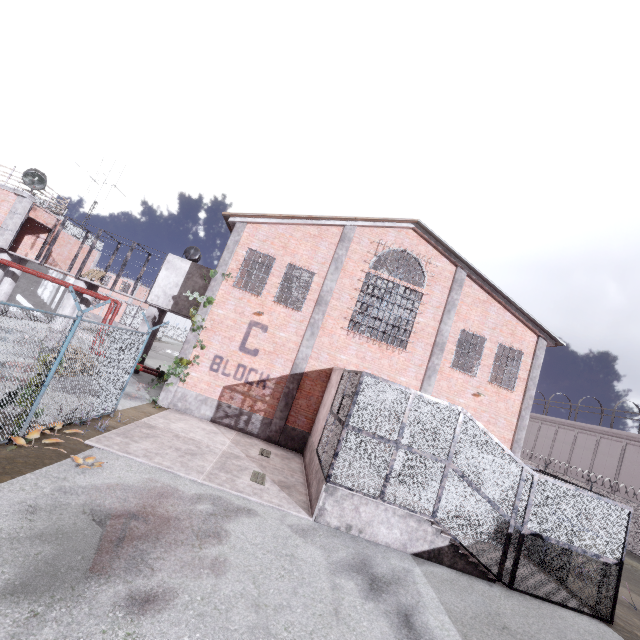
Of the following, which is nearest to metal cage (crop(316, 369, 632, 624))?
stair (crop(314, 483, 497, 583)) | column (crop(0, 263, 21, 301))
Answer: stair (crop(314, 483, 497, 583))

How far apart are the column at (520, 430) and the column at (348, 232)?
10.4m

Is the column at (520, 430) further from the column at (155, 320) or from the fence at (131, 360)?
the column at (155, 320)

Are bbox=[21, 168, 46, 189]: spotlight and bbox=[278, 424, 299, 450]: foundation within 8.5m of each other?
no

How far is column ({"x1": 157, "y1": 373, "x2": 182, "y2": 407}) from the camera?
13.8 meters

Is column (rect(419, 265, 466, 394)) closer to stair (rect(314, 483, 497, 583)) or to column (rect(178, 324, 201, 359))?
stair (rect(314, 483, 497, 583))

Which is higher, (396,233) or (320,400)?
(396,233)

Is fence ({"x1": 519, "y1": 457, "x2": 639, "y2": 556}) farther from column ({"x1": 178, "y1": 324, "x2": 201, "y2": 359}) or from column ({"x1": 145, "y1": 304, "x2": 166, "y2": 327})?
column ({"x1": 145, "y1": 304, "x2": 166, "y2": 327})
